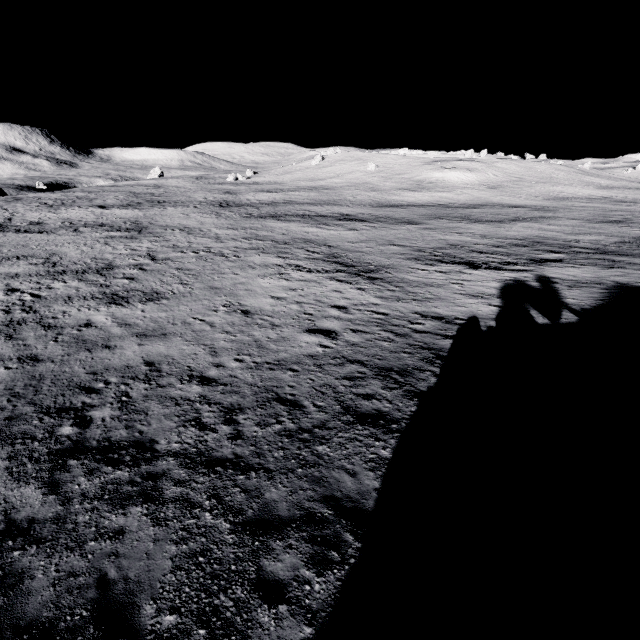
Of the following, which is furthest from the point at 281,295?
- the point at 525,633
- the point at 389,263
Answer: the point at 525,633
